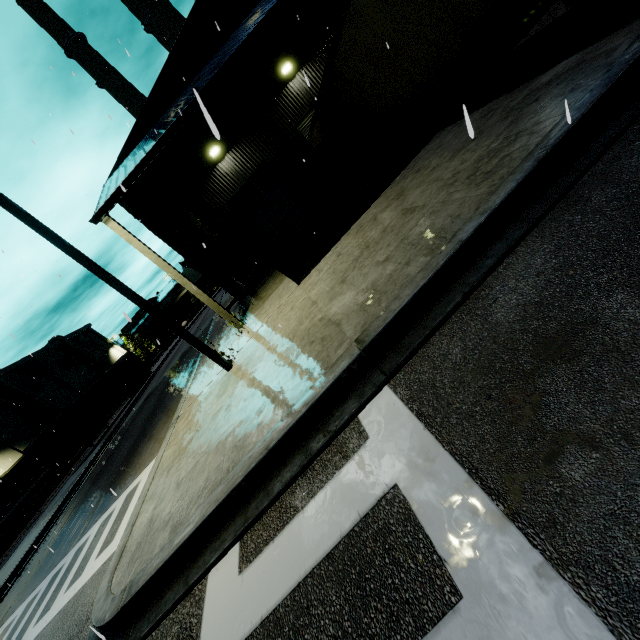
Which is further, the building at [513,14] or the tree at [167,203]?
the building at [513,14]

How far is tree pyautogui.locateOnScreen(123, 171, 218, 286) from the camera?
14.70m

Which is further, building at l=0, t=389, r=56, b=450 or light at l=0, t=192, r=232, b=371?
building at l=0, t=389, r=56, b=450

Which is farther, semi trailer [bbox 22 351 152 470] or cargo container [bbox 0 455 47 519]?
cargo container [bbox 0 455 47 519]

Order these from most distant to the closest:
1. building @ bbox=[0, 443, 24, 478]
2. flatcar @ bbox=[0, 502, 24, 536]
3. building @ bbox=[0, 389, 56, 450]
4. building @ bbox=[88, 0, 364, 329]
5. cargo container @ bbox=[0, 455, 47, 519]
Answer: building @ bbox=[0, 389, 56, 450] → building @ bbox=[0, 443, 24, 478] → cargo container @ bbox=[0, 455, 47, 519] → flatcar @ bbox=[0, 502, 24, 536] → building @ bbox=[88, 0, 364, 329]

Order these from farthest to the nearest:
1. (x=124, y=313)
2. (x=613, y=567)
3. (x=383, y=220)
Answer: (x=383, y=220) → (x=124, y=313) → (x=613, y=567)

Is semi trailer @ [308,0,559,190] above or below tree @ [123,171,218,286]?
below

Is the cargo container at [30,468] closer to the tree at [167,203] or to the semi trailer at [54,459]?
the semi trailer at [54,459]
